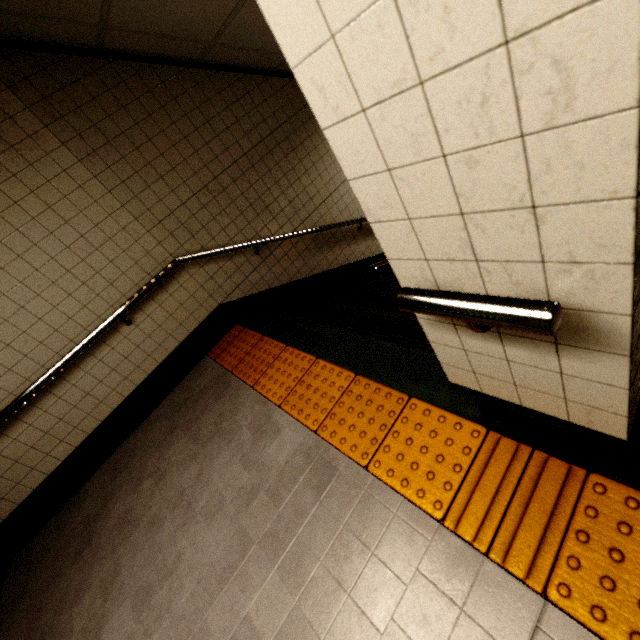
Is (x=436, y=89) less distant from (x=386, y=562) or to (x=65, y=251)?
(x=386, y=562)

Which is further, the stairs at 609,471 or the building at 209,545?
the building at 209,545

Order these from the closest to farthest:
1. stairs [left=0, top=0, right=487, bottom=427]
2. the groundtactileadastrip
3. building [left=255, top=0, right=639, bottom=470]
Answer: building [left=255, top=0, right=639, bottom=470] → the groundtactileadastrip → stairs [left=0, top=0, right=487, bottom=427]

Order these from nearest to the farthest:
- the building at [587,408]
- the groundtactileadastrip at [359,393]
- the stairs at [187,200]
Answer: the building at [587,408]
the groundtactileadastrip at [359,393]
the stairs at [187,200]

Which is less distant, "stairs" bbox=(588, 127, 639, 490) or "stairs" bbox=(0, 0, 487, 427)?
"stairs" bbox=(588, 127, 639, 490)

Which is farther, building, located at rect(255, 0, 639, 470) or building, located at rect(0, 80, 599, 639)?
building, located at rect(0, 80, 599, 639)

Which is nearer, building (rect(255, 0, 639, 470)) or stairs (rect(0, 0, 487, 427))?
building (rect(255, 0, 639, 470))
